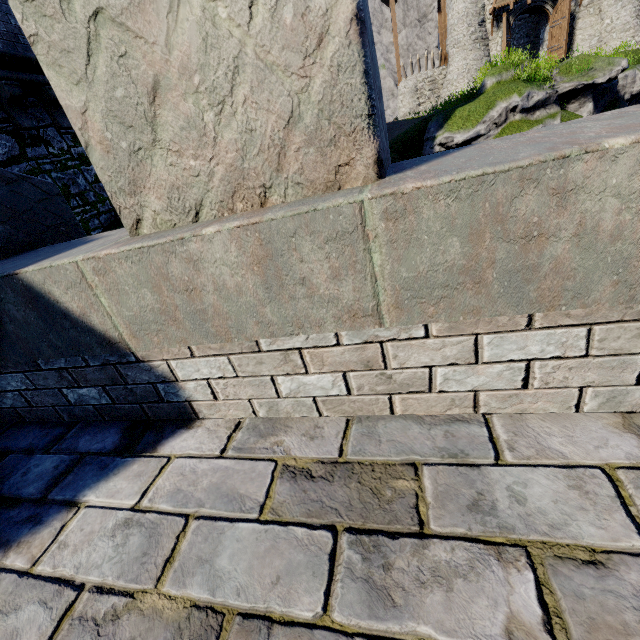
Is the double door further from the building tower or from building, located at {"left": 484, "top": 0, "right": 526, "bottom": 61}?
the building tower

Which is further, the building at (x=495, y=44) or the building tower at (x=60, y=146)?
the building at (x=495, y=44)

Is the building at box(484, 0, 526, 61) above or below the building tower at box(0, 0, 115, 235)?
above

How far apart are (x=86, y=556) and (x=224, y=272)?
1.3m

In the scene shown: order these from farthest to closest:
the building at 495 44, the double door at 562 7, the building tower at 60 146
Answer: the building at 495 44 → the double door at 562 7 → the building tower at 60 146

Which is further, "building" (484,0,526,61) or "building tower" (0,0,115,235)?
"building" (484,0,526,61)

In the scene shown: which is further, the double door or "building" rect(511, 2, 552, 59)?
"building" rect(511, 2, 552, 59)

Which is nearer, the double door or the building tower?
the building tower
